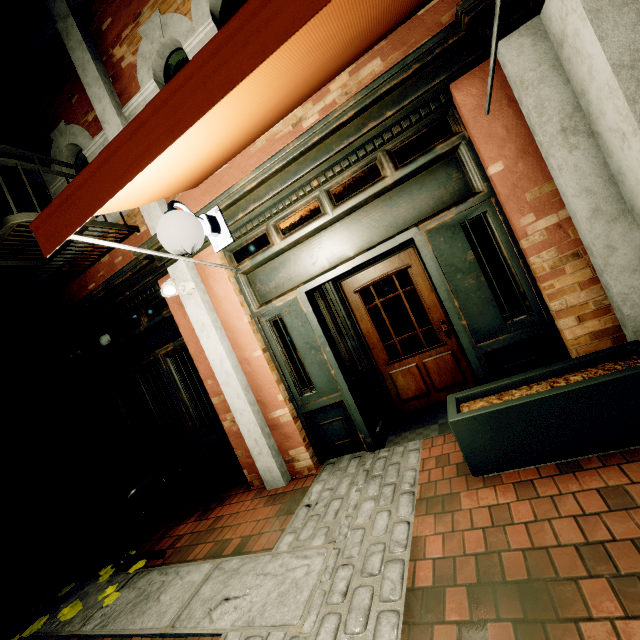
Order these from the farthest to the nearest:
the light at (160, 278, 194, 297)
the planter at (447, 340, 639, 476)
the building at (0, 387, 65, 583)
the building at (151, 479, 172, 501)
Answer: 1. the building at (151, 479, 172, 501)
2. the building at (0, 387, 65, 583)
3. the light at (160, 278, 194, 297)
4. the planter at (447, 340, 639, 476)

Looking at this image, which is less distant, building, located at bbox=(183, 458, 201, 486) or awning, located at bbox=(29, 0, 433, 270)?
awning, located at bbox=(29, 0, 433, 270)

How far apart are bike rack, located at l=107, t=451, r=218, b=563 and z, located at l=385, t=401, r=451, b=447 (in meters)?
2.36

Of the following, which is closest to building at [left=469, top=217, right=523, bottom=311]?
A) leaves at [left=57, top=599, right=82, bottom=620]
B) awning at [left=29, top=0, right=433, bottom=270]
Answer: awning at [left=29, top=0, right=433, bottom=270]

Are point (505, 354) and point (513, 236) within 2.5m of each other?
yes

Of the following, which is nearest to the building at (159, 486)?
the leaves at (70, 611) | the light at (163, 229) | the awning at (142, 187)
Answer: the awning at (142, 187)

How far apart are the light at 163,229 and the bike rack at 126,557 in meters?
2.9 m

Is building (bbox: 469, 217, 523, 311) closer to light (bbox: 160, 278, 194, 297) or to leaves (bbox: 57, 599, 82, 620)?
light (bbox: 160, 278, 194, 297)
